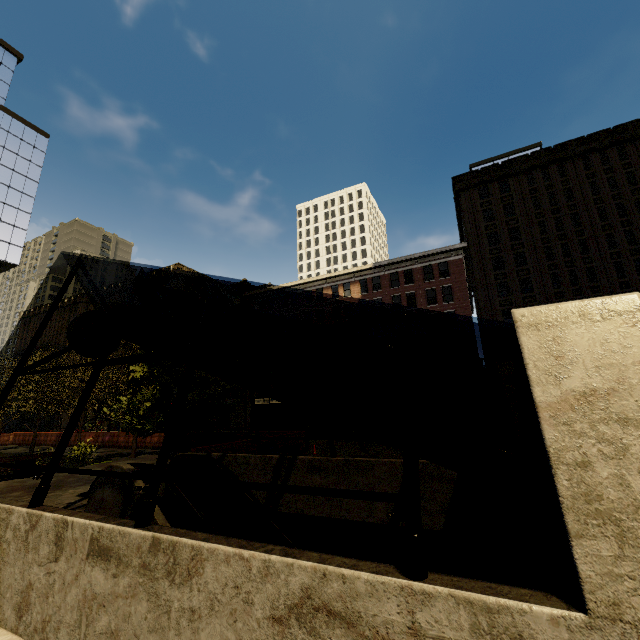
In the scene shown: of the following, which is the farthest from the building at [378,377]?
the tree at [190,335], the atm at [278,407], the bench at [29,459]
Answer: the bench at [29,459]

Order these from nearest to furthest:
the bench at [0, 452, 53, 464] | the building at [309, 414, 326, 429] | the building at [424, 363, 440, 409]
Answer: the bench at [0, 452, 53, 464], the building at [424, 363, 440, 409], the building at [309, 414, 326, 429]

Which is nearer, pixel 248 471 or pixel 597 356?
pixel 597 356

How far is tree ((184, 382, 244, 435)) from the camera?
11.66m

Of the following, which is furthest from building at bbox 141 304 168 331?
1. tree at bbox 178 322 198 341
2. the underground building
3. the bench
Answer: the underground building

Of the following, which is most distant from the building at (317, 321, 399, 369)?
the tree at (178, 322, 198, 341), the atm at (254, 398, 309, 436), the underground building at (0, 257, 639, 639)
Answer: the underground building at (0, 257, 639, 639)

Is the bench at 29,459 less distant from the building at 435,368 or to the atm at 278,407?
the atm at 278,407

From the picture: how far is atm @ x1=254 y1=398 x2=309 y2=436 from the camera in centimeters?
1973cm
